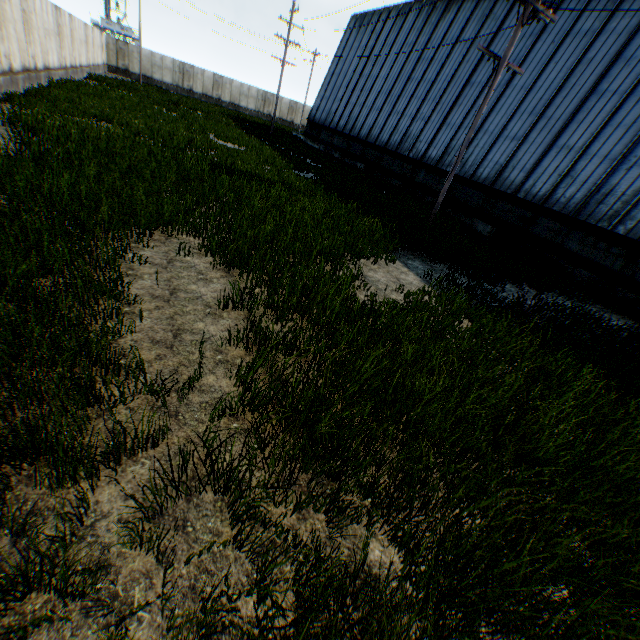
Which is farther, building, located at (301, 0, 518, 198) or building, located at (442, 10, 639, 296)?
building, located at (301, 0, 518, 198)

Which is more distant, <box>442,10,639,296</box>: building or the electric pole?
<box>442,10,639,296</box>: building

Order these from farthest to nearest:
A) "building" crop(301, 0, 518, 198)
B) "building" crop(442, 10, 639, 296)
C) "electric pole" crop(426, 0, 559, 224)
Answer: "building" crop(301, 0, 518, 198) → "building" crop(442, 10, 639, 296) → "electric pole" crop(426, 0, 559, 224)

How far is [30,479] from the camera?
2.3m

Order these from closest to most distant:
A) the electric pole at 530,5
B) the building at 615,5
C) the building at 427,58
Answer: the electric pole at 530,5 → the building at 615,5 → the building at 427,58

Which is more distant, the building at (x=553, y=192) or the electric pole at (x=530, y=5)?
the building at (x=553, y=192)
